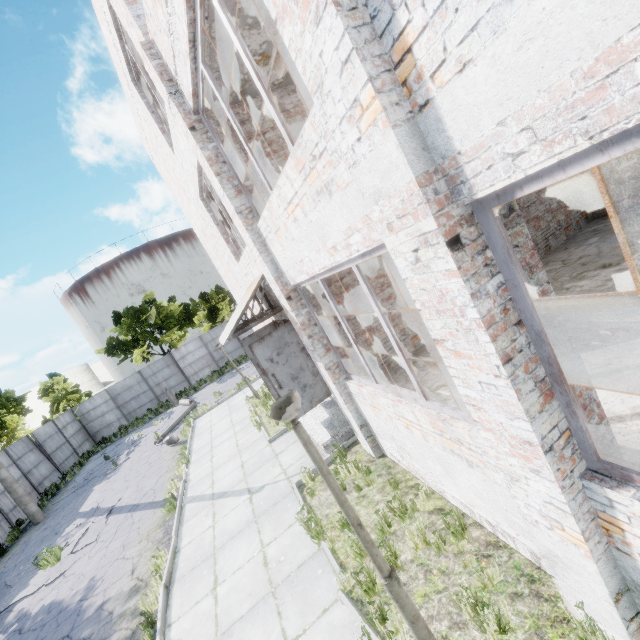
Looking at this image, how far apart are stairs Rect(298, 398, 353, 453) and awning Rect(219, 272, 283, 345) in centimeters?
280cm

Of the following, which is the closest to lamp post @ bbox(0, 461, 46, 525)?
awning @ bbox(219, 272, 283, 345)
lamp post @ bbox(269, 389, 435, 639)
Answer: awning @ bbox(219, 272, 283, 345)

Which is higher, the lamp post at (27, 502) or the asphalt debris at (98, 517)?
the lamp post at (27, 502)

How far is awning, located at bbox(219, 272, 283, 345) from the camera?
7.0m

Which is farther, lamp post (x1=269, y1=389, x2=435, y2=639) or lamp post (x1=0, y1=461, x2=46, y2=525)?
lamp post (x1=0, y1=461, x2=46, y2=525)

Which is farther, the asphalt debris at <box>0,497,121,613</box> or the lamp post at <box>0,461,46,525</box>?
the lamp post at <box>0,461,46,525</box>

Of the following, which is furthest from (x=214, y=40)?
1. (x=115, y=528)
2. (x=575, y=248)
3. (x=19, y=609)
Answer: (x=19, y=609)

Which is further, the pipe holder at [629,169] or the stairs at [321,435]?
the pipe holder at [629,169]
